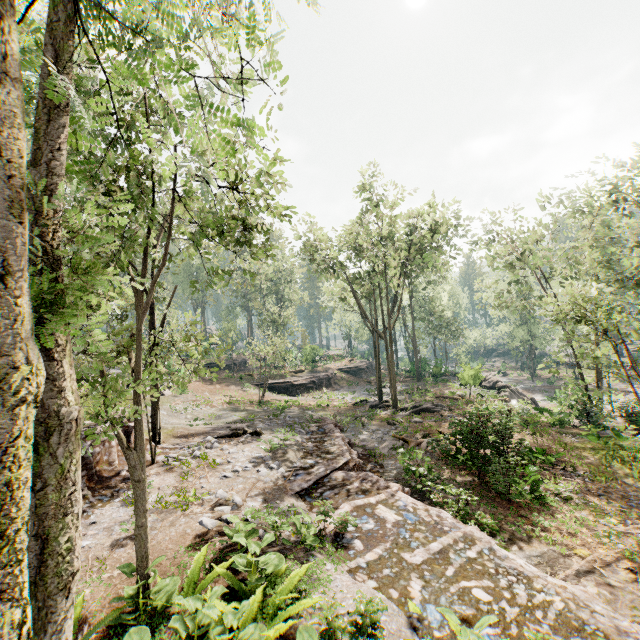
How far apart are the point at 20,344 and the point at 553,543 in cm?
1304

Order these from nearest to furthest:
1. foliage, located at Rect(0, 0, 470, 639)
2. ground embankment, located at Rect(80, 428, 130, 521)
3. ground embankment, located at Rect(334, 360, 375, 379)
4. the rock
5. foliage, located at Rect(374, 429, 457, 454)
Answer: foliage, located at Rect(0, 0, 470, 639), ground embankment, located at Rect(80, 428, 130, 521), foliage, located at Rect(374, 429, 457, 454), the rock, ground embankment, located at Rect(334, 360, 375, 379)

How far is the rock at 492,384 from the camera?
28.19m

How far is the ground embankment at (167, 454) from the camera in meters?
12.8

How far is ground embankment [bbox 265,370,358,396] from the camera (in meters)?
35.31

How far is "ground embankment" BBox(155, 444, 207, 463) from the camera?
12.76m

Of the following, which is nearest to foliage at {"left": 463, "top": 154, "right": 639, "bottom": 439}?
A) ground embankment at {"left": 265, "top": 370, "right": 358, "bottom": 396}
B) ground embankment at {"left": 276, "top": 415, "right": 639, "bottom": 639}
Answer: ground embankment at {"left": 276, "top": 415, "right": 639, "bottom": 639}

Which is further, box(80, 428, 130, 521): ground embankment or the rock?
the rock
